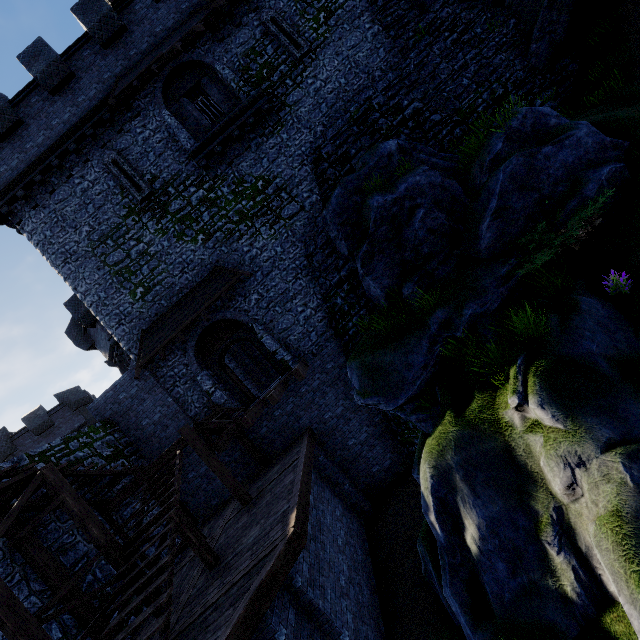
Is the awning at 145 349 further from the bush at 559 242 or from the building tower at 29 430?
the building tower at 29 430

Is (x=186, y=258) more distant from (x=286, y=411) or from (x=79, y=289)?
(x=286, y=411)

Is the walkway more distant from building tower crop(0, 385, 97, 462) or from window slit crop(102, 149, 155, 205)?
building tower crop(0, 385, 97, 462)

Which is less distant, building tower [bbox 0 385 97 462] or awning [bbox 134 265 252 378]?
awning [bbox 134 265 252 378]

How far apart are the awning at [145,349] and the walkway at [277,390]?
3.7m

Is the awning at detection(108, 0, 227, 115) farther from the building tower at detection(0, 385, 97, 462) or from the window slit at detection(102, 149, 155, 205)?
the building tower at detection(0, 385, 97, 462)

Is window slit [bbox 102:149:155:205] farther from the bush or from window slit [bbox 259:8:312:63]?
the bush

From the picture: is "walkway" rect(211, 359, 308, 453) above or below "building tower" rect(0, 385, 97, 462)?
below
